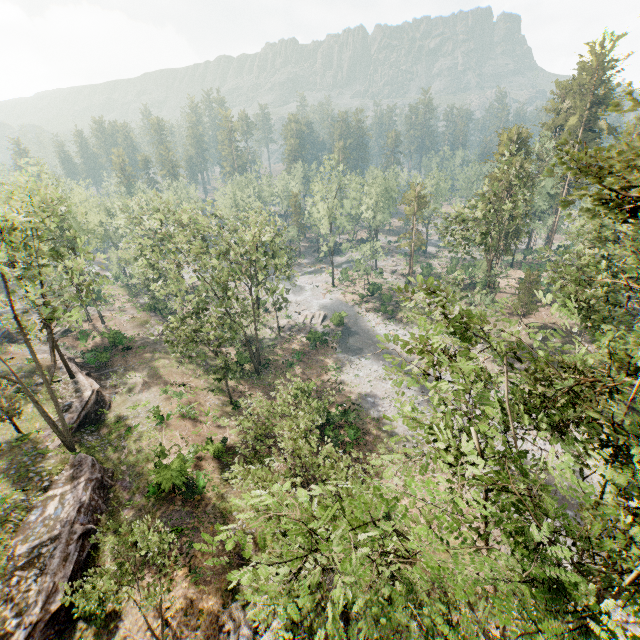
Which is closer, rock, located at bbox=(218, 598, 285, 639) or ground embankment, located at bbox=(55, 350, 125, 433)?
rock, located at bbox=(218, 598, 285, 639)

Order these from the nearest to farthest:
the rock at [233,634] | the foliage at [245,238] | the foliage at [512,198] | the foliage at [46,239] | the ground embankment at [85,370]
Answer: the foliage at [512,198] < the rock at [233,634] < the foliage at [46,239] < the ground embankment at [85,370] < the foliage at [245,238]

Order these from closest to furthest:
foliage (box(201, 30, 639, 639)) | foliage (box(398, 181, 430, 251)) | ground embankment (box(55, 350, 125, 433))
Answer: foliage (box(201, 30, 639, 639)) < ground embankment (box(55, 350, 125, 433)) < foliage (box(398, 181, 430, 251))

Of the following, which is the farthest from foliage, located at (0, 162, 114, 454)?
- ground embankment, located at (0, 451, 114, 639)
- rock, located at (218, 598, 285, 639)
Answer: rock, located at (218, 598, 285, 639)

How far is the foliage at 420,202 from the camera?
55.1 meters

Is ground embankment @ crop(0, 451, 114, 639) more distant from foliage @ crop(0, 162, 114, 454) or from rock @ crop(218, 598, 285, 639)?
rock @ crop(218, 598, 285, 639)

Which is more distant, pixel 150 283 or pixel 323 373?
pixel 150 283
